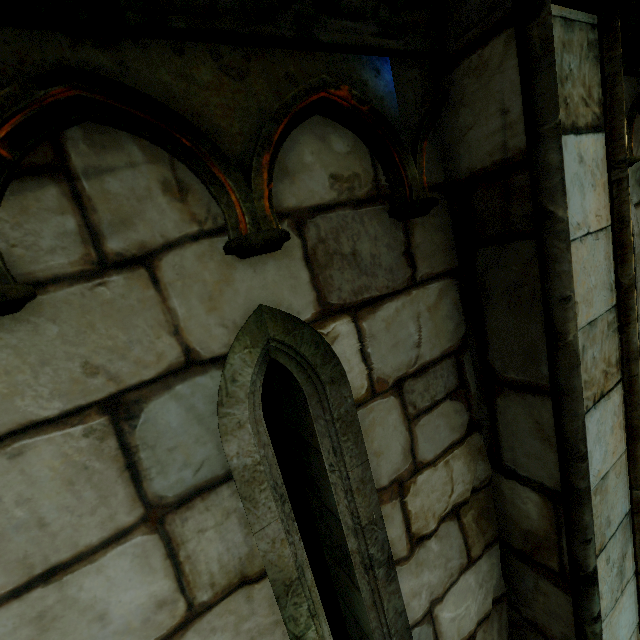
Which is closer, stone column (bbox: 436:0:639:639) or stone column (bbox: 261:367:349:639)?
stone column (bbox: 436:0:639:639)

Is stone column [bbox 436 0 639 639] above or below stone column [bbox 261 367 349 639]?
above

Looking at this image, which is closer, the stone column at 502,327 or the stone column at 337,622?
the stone column at 502,327

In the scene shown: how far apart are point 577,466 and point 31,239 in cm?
160

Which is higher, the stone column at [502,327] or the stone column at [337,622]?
the stone column at [502,327]
